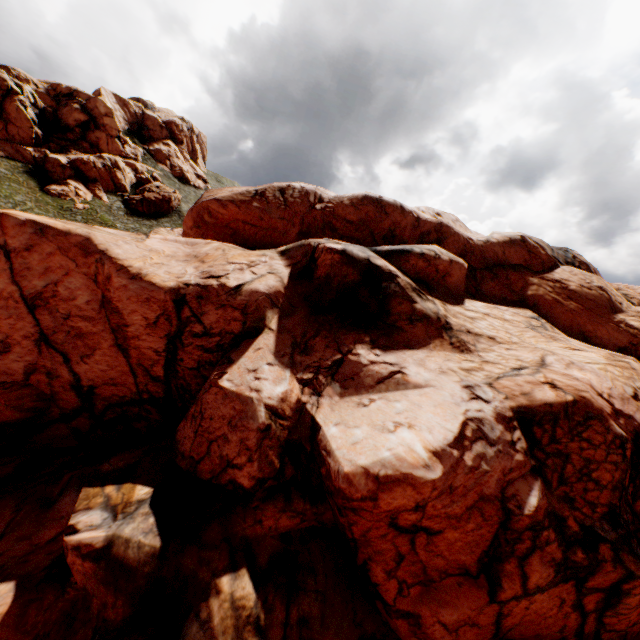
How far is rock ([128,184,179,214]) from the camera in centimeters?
5431cm

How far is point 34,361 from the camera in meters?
15.6

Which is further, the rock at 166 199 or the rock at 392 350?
the rock at 166 199

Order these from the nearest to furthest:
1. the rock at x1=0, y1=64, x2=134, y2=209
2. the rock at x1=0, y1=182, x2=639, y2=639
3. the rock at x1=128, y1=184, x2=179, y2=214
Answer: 1. the rock at x1=0, y1=182, x2=639, y2=639
2. the rock at x1=0, y1=64, x2=134, y2=209
3. the rock at x1=128, y1=184, x2=179, y2=214

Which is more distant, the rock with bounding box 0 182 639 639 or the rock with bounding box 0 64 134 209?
the rock with bounding box 0 64 134 209

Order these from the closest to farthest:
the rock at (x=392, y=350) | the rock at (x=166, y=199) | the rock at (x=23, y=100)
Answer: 1. the rock at (x=392, y=350)
2. the rock at (x=23, y=100)
3. the rock at (x=166, y=199)

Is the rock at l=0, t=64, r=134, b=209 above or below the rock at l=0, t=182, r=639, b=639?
above
